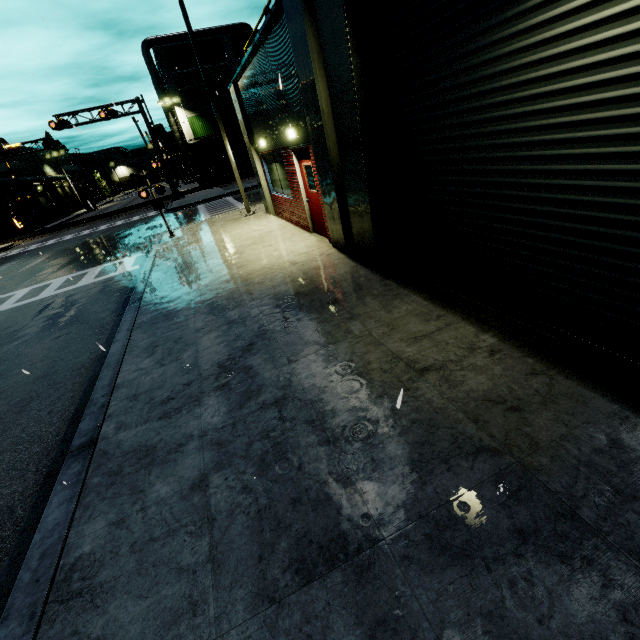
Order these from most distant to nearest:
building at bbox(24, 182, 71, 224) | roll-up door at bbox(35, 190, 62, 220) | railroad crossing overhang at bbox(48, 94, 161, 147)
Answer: roll-up door at bbox(35, 190, 62, 220), building at bbox(24, 182, 71, 224), railroad crossing overhang at bbox(48, 94, 161, 147)

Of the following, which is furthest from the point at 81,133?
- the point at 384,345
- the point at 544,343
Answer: the point at 544,343

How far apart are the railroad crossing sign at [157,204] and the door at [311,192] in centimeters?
Result: 730cm

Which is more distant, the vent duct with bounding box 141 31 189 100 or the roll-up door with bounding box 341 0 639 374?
the vent duct with bounding box 141 31 189 100

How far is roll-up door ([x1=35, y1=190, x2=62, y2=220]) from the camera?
50.4 meters

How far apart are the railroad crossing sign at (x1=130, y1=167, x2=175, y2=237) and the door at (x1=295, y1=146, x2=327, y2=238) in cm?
730

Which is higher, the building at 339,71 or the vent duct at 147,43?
the vent duct at 147,43

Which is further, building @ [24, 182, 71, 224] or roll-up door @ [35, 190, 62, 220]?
roll-up door @ [35, 190, 62, 220]
